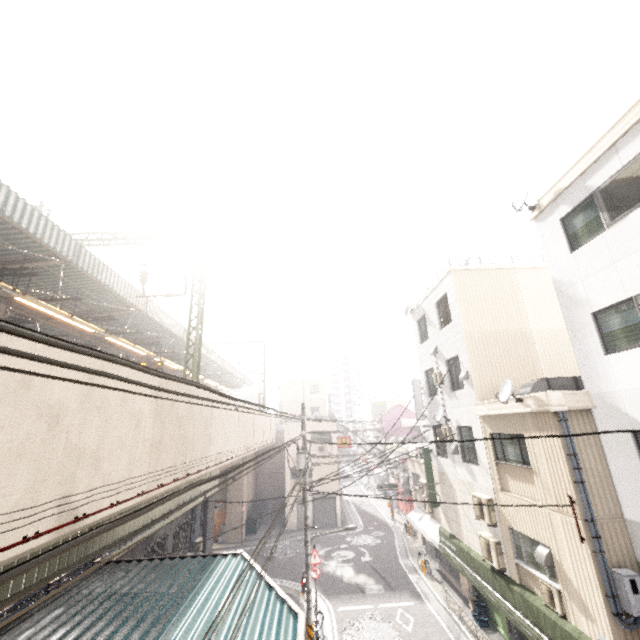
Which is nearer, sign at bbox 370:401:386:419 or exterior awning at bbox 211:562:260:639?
exterior awning at bbox 211:562:260:639

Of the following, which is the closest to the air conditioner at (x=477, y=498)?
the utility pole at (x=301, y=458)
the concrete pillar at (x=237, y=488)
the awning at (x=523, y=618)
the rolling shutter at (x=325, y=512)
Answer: the awning at (x=523, y=618)

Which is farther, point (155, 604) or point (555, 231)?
point (555, 231)

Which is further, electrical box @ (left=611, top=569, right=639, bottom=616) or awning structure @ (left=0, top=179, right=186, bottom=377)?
awning structure @ (left=0, top=179, right=186, bottom=377)

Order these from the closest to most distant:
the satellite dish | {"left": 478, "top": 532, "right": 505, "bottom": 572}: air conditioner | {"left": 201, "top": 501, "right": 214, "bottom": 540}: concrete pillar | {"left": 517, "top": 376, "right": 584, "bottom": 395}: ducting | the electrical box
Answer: the electrical box → the satellite dish → {"left": 517, "top": 376, "right": 584, "bottom": 395}: ducting → {"left": 478, "top": 532, "right": 505, "bottom": 572}: air conditioner → {"left": 201, "top": 501, "right": 214, "bottom": 540}: concrete pillar

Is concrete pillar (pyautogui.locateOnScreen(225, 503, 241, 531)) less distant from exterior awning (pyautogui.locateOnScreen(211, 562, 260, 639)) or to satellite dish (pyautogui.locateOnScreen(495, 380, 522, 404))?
exterior awning (pyautogui.locateOnScreen(211, 562, 260, 639))

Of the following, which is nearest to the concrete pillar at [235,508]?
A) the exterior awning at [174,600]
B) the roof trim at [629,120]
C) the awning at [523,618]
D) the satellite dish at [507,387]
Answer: the exterior awning at [174,600]

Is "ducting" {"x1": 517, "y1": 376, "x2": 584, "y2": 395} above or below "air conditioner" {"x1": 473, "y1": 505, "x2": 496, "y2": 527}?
above
